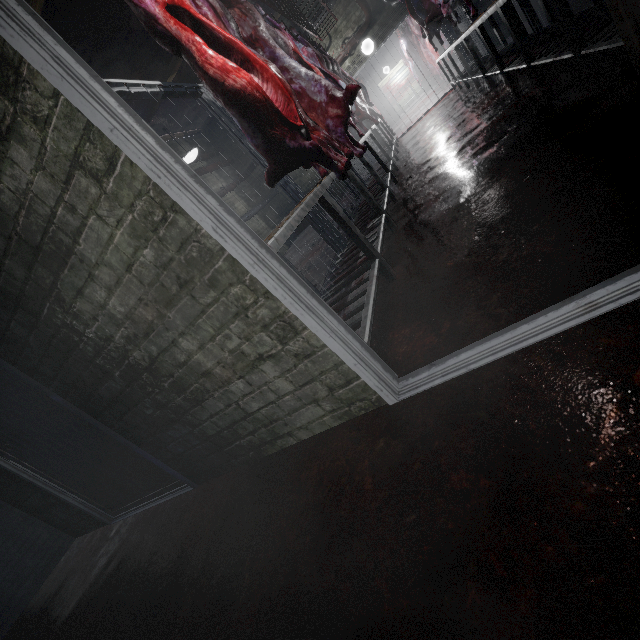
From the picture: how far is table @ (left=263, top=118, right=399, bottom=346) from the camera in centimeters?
161cm

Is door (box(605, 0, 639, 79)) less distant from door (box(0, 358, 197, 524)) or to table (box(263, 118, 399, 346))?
table (box(263, 118, 399, 346))

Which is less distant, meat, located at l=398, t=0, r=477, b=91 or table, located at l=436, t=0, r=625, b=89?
table, located at l=436, t=0, r=625, b=89

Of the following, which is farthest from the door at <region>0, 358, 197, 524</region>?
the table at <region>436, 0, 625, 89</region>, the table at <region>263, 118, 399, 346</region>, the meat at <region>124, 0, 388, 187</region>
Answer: the table at <region>436, 0, 625, 89</region>

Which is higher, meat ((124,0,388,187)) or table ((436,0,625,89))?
meat ((124,0,388,187))

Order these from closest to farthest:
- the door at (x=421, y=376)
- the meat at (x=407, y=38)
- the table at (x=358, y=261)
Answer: the door at (x=421, y=376), the table at (x=358, y=261), the meat at (x=407, y=38)

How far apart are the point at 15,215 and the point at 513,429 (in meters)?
1.80

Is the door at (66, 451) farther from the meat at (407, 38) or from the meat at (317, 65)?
the meat at (407, 38)
